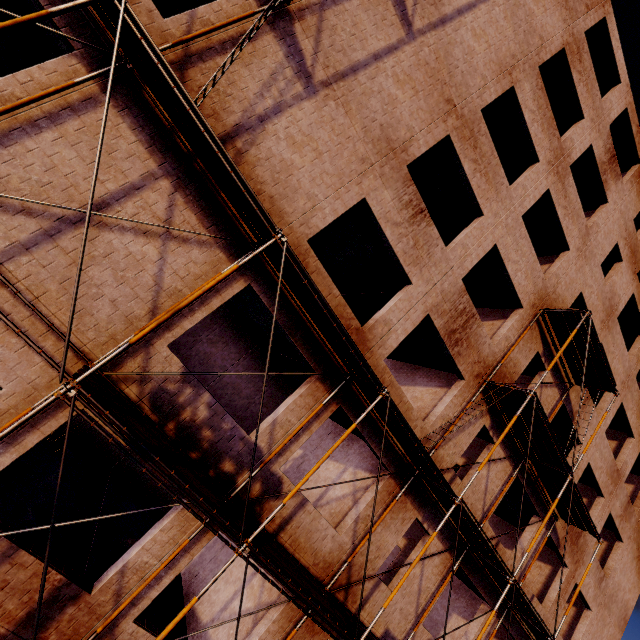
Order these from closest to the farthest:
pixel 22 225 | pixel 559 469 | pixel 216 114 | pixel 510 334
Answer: pixel 22 225 < pixel 216 114 < pixel 559 469 < pixel 510 334
